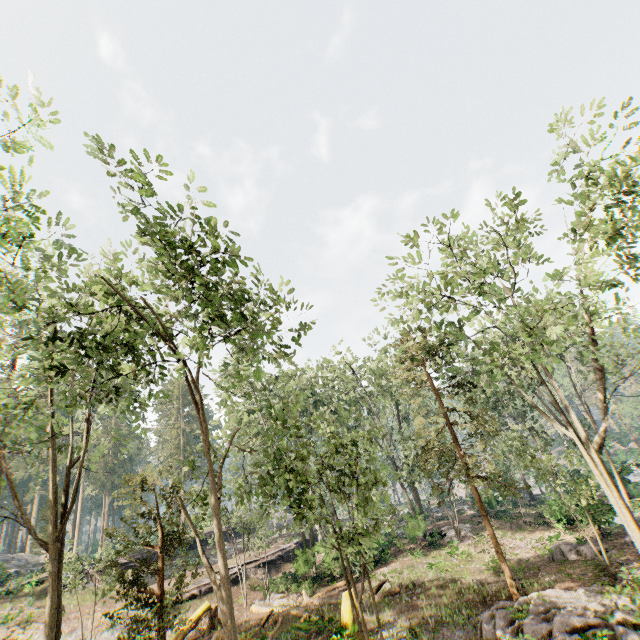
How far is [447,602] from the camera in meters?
17.3

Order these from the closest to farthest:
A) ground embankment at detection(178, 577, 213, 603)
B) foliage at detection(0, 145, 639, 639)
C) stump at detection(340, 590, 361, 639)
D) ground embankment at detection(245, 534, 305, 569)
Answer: foliage at detection(0, 145, 639, 639), stump at detection(340, 590, 361, 639), ground embankment at detection(178, 577, 213, 603), ground embankment at detection(245, 534, 305, 569)

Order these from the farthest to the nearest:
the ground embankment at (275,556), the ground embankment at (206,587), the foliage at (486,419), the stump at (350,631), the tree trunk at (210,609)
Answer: the ground embankment at (275,556) → the ground embankment at (206,587) → the tree trunk at (210,609) → the stump at (350,631) → the foliage at (486,419)

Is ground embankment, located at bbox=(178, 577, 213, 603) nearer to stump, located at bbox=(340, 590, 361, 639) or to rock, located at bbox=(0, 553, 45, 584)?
stump, located at bbox=(340, 590, 361, 639)

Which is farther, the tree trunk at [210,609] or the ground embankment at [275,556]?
the ground embankment at [275,556]

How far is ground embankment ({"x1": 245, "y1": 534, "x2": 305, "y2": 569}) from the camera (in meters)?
28.93
